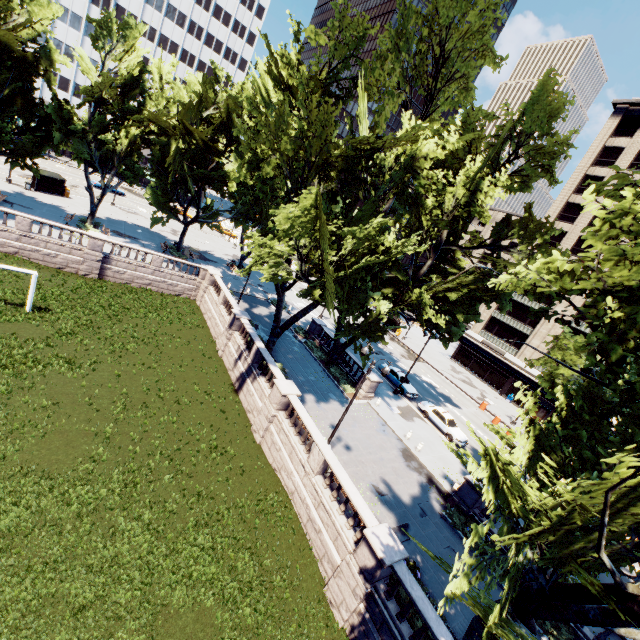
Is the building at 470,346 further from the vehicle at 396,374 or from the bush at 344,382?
the bush at 344,382

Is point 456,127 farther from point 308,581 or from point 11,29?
point 11,29

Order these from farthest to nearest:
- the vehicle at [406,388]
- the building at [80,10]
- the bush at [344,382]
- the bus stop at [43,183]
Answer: the building at [80,10] < the bus stop at [43,183] < the vehicle at [406,388] < the bush at [344,382]

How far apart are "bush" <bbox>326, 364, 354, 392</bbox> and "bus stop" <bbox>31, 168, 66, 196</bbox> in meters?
42.4

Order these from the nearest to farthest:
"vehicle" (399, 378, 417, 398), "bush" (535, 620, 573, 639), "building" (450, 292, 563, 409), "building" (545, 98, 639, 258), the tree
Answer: the tree
"bush" (535, 620, 573, 639)
"vehicle" (399, 378, 417, 398)
"building" (545, 98, 639, 258)
"building" (450, 292, 563, 409)

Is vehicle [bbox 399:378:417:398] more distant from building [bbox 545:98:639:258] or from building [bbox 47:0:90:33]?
building [bbox 47:0:90:33]

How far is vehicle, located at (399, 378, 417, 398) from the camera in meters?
32.8 m

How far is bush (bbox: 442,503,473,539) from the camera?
18.5m
